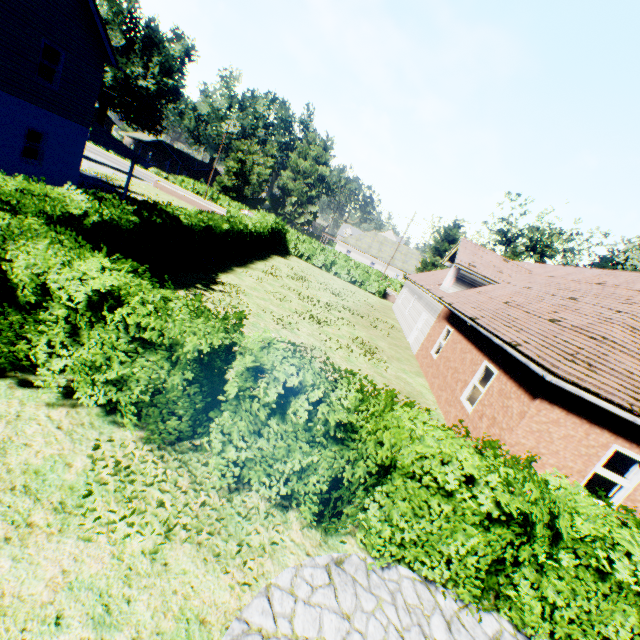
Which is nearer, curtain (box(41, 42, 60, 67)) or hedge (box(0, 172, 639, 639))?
hedge (box(0, 172, 639, 639))

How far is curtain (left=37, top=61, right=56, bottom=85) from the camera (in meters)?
15.95

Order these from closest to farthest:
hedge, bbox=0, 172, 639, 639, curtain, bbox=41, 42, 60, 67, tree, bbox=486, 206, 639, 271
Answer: hedge, bbox=0, 172, 639, 639 → curtain, bbox=41, 42, 60, 67 → tree, bbox=486, 206, 639, 271

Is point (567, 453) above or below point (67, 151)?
below

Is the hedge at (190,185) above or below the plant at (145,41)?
below

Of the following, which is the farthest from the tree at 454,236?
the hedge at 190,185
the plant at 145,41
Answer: the plant at 145,41

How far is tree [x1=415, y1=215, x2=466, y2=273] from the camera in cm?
3173
